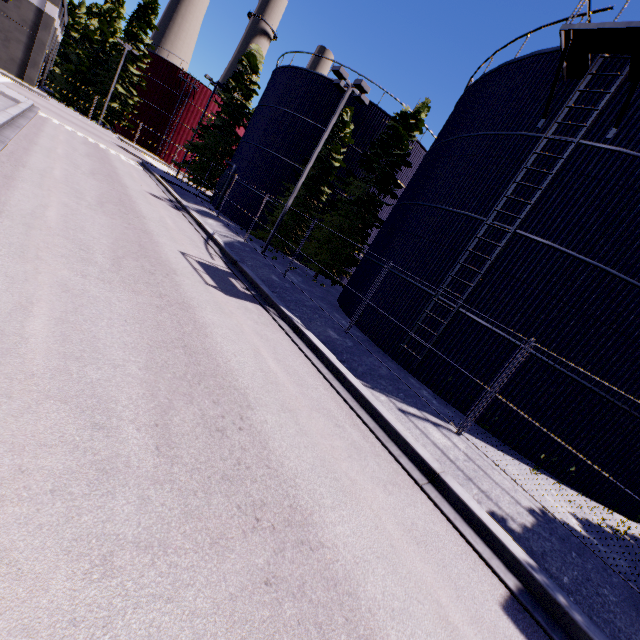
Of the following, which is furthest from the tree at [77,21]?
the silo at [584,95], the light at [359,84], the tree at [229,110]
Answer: the light at [359,84]

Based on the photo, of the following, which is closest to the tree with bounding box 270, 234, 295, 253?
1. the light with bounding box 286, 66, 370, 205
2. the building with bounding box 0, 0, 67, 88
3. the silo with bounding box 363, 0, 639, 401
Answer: the silo with bounding box 363, 0, 639, 401

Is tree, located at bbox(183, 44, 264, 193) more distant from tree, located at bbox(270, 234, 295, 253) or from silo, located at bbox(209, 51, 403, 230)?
tree, located at bbox(270, 234, 295, 253)

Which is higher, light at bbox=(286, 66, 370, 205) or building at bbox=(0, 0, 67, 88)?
light at bbox=(286, 66, 370, 205)

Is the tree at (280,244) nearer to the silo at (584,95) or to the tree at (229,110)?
the silo at (584,95)

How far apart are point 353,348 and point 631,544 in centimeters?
897cm

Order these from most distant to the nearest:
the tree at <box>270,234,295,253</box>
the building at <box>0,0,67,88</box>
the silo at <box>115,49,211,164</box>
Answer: the silo at <box>115,49,211,164</box>, the building at <box>0,0,67,88</box>, the tree at <box>270,234,295,253</box>

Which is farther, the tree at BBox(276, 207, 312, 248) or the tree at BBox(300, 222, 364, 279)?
the tree at BBox(276, 207, 312, 248)
